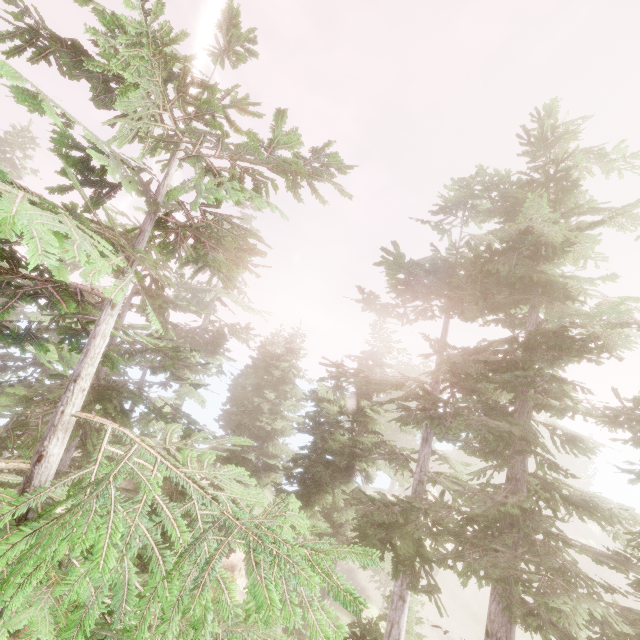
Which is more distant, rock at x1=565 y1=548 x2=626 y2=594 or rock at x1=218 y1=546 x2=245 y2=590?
rock at x1=565 y1=548 x2=626 y2=594

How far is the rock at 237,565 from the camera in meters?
21.2 m

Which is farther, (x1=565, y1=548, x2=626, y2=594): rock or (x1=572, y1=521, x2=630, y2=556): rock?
Result: (x1=572, y1=521, x2=630, y2=556): rock

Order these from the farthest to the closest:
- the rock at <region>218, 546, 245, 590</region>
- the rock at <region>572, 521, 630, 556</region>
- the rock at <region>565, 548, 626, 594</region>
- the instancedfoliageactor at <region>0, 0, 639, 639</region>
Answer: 1. the rock at <region>572, 521, 630, 556</region>
2. the rock at <region>565, 548, 626, 594</region>
3. the rock at <region>218, 546, 245, 590</region>
4. the instancedfoliageactor at <region>0, 0, 639, 639</region>

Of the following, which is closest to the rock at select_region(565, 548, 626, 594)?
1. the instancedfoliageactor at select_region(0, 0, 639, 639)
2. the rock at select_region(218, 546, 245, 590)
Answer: the instancedfoliageactor at select_region(0, 0, 639, 639)

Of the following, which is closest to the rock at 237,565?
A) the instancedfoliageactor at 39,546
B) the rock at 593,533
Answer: the instancedfoliageactor at 39,546

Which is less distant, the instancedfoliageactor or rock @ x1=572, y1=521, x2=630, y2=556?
the instancedfoliageactor

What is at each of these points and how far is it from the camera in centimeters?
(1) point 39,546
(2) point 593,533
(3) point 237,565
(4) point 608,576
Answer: (1) instancedfoliageactor, 256cm
(2) rock, 5347cm
(3) rock, 2164cm
(4) rock, 3981cm
